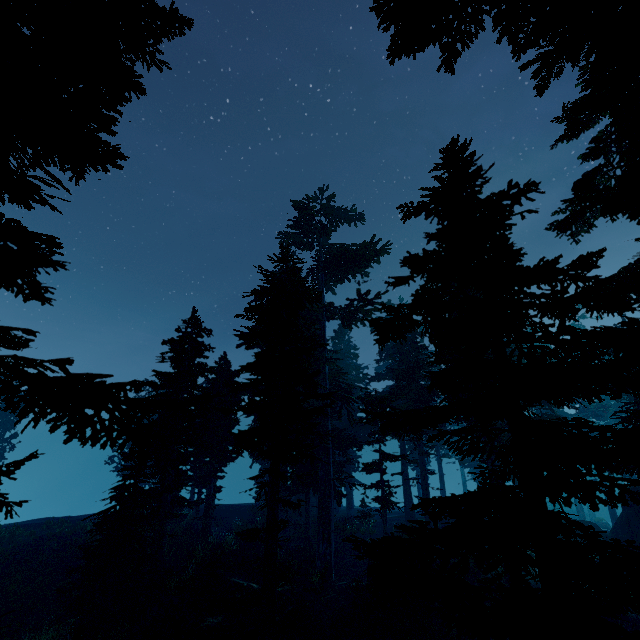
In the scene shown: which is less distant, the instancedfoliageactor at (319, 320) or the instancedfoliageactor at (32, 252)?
the instancedfoliageactor at (32, 252)

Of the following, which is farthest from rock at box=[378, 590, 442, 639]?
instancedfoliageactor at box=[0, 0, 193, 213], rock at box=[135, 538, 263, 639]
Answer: rock at box=[135, 538, 263, 639]

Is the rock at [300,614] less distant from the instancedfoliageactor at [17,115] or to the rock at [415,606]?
the instancedfoliageactor at [17,115]

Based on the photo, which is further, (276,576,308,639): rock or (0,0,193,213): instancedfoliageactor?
(276,576,308,639): rock

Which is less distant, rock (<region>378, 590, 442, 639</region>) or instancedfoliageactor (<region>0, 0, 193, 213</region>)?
instancedfoliageactor (<region>0, 0, 193, 213</region>)

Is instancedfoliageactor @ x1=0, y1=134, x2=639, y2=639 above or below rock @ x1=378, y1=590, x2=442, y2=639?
above

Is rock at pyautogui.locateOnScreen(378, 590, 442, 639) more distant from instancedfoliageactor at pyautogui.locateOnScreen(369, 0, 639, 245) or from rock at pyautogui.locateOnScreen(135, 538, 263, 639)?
rock at pyautogui.locateOnScreen(135, 538, 263, 639)

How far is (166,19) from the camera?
3.0m
